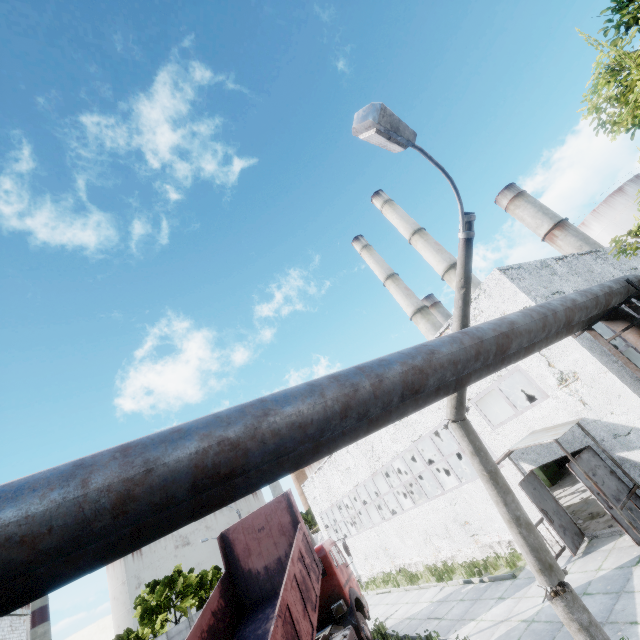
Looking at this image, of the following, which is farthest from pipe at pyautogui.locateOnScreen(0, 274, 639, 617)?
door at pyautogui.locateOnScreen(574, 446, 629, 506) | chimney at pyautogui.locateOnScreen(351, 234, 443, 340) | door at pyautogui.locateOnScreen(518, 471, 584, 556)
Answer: chimney at pyautogui.locateOnScreen(351, 234, 443, 340)

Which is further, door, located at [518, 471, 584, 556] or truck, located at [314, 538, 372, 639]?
truck, located at [314, 538, 372, 639]

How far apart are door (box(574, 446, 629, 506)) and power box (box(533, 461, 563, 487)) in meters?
9.8 m

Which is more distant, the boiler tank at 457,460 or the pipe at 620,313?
the boiler tank at 457,460

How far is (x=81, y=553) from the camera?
2.6m

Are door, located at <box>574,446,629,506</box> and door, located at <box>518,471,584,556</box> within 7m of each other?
yes

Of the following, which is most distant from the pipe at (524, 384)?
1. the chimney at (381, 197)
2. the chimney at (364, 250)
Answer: the chimney at (364, 250)

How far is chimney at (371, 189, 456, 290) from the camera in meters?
34.2
